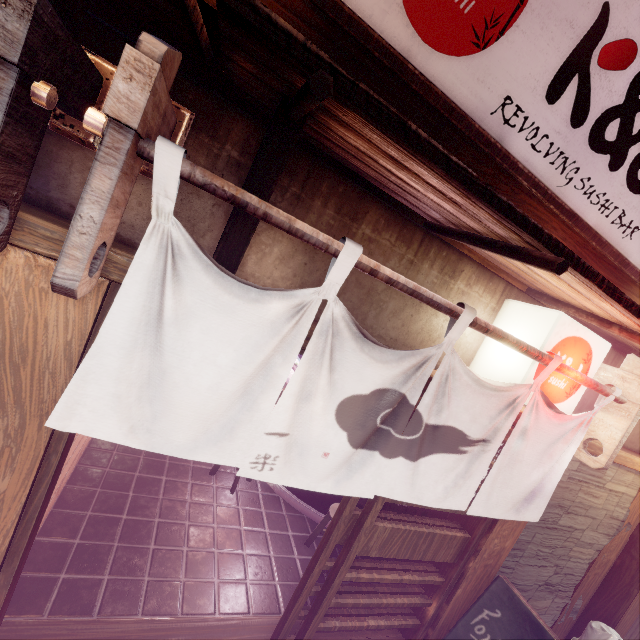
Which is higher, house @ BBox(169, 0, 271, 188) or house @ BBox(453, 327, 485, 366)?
house @ BBox(169, 0, 271, 188)

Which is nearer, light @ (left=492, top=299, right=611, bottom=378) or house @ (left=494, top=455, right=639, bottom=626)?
light @ (left=492, top=299, right=611, bottom=378)

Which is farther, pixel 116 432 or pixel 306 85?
pixel 116 432

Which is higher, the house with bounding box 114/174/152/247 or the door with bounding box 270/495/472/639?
the house with bounding box 114/174/152/247

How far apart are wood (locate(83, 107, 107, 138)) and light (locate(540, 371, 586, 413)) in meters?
4.8

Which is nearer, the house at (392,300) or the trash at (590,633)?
the house at (392,300)

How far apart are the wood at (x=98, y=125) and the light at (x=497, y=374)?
4.8 meters

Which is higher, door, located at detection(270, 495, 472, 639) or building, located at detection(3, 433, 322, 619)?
door, located at detection(270, 495, 472, 639)
